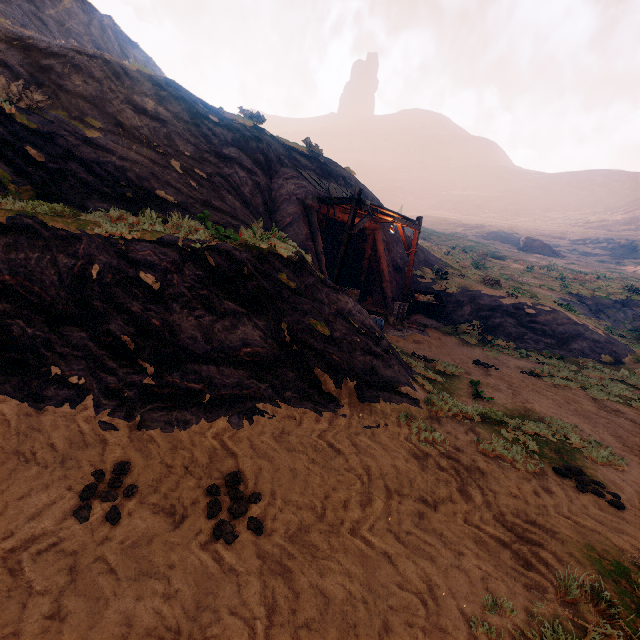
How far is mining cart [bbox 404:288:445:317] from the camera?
15.0 meters

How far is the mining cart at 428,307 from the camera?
15.0m

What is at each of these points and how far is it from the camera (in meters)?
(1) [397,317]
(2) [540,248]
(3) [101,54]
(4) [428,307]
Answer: (1) tracks, 13.46
(2) instancedfoliageactor, 51.28
(3) z, 10.90
(4) mining cart, 15.12

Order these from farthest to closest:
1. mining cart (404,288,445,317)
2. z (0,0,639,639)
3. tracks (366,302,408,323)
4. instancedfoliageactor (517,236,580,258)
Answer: instancedfoliageactor (517,236,580,258) → mining cart (404,288,445,317) → tracks (366,302,408,323) → z (0,0,639,639)

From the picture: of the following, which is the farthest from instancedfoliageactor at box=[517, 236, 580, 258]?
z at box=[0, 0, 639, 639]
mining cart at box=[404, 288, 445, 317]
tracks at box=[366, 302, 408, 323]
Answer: tracks at box=[366, 302, 408, 323]

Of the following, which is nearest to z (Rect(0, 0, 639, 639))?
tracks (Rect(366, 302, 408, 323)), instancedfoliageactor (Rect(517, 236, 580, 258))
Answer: tracks (Rect(366, 302, 408, 323))

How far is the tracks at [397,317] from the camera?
13.1m
